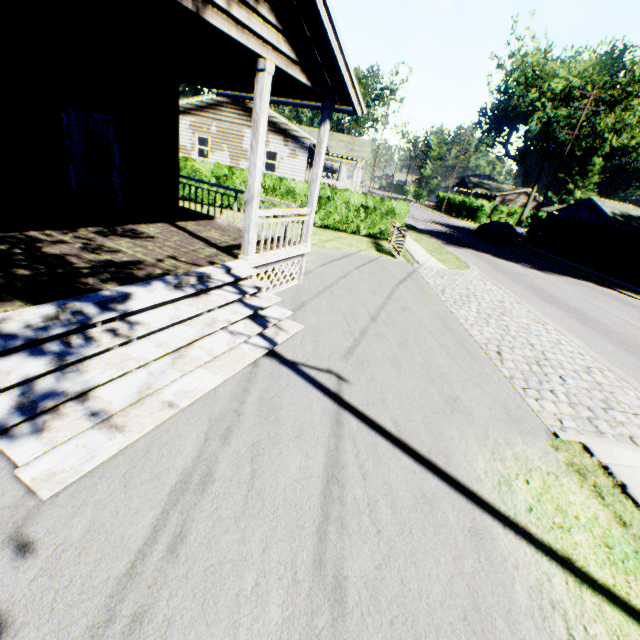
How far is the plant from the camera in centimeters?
4799cm

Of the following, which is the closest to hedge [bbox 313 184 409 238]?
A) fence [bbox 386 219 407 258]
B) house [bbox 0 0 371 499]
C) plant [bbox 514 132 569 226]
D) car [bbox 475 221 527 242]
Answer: fence [bbox 386 219 407 258]

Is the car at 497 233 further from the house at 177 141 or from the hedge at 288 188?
the house at 177 141

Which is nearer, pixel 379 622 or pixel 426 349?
pixel 379 622

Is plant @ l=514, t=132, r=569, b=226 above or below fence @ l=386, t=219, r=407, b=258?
above

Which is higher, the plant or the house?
the plant

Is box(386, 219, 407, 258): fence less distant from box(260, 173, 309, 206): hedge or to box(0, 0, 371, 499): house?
box(260, 173, 309, 206): hedge

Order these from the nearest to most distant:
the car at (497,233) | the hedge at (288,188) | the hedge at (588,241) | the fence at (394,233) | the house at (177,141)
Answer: the house at (177,141)
the fence at (394,233)
the hedge at (288,188)
the hedge at (588,241)
the car at (497,233)
